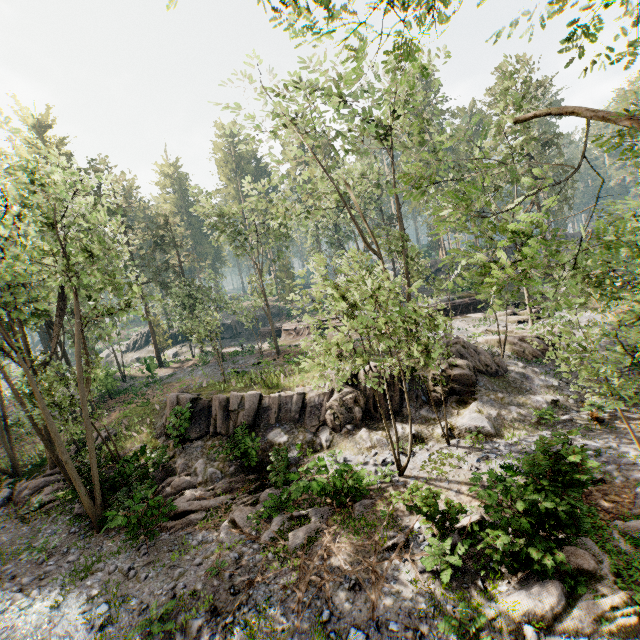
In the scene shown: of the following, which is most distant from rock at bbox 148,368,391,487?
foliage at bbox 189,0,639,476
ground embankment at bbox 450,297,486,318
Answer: ground embankment at bbox 450,297,486,318

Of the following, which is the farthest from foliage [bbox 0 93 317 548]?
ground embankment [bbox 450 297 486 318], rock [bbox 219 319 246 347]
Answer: rock [bbox 219 319 246 347]

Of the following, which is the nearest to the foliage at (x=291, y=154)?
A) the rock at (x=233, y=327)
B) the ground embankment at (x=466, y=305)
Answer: the ground embankment at (x=466, y=305)

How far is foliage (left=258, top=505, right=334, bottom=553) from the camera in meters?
10.6 m

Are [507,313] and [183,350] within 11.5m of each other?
no

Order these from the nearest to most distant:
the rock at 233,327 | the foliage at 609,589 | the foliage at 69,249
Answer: the foliage at 609,589
the foliage at 69,249
the rock at 233,327

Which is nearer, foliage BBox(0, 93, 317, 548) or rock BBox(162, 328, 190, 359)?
foliage BBox(0, 93, 317, 548)
